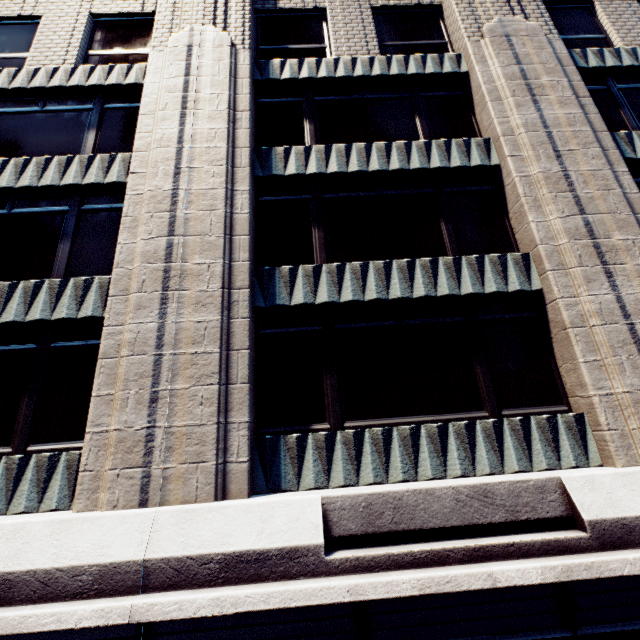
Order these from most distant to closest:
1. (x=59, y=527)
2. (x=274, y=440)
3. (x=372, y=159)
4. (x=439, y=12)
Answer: (x=439, y=12) < (x=372, y=159) < (x=274, y=440) < (x=59, y=527)
